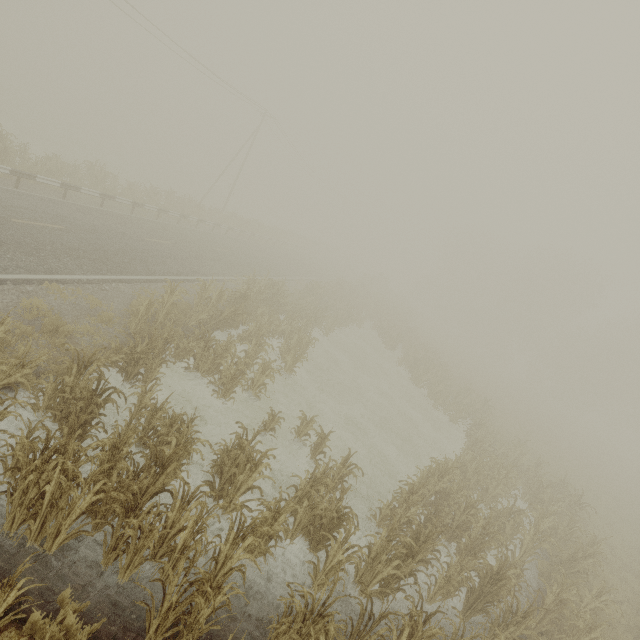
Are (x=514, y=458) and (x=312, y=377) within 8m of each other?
no
